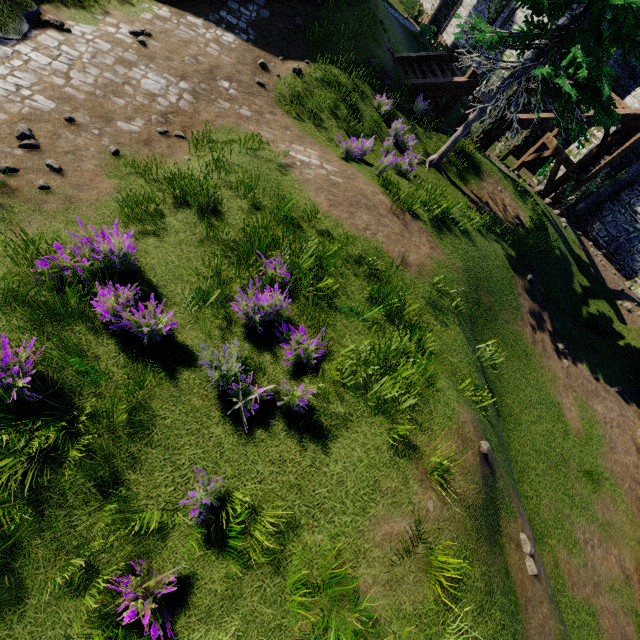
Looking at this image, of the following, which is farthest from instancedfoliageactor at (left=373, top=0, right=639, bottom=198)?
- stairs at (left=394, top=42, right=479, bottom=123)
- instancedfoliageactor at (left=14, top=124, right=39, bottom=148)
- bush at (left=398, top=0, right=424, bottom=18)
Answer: bush at (left=398, top=0, right=424, bottom=18)

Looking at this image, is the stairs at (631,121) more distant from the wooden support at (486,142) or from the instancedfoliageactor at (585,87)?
the instancedfoliageactor at (585,87)

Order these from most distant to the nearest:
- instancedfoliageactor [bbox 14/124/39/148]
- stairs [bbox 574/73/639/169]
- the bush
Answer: the bush, stairs [bbox 574/73/639/169], instancedfoliageactor [bbox 14/124/39/148]

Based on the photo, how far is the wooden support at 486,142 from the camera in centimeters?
1419cm

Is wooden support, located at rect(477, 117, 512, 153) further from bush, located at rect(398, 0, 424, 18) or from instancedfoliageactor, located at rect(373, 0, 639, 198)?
bush, located at rect(398, 0, 424, 18)

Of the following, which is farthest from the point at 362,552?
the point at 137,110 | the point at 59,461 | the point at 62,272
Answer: the point at 137,110

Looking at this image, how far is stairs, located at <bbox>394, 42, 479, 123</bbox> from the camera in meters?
13.0

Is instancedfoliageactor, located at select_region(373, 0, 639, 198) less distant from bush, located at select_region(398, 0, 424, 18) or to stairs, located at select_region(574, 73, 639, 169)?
stairs, located at select_region(574, 73, 639, 169)
